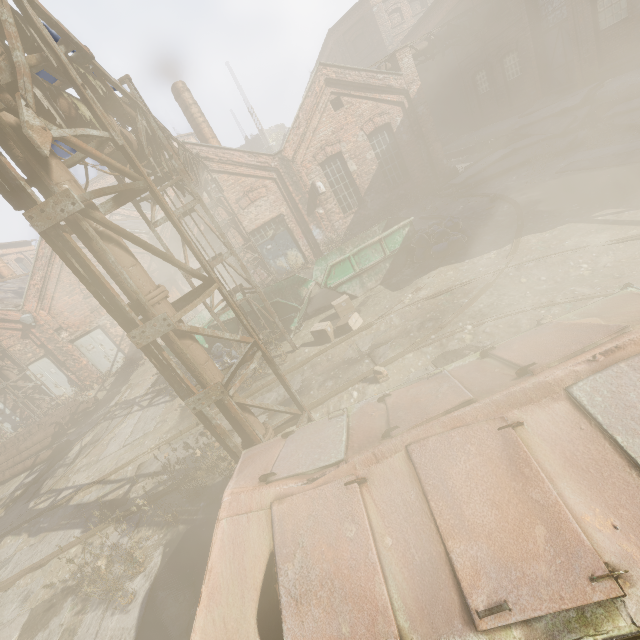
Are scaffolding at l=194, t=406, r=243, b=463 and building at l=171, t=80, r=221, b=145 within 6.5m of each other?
no

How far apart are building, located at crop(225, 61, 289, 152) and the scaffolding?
45.12m

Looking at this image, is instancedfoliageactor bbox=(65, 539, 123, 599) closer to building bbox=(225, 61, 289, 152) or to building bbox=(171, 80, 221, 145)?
building bbox=(171, 80, 221, 145)

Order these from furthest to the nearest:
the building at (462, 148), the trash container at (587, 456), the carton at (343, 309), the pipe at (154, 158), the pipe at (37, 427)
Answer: the building at (462, 148), the pipe at (37, 427), the carton at (343, 309), the pipe at (154, 158), the trash container at (587, 456)

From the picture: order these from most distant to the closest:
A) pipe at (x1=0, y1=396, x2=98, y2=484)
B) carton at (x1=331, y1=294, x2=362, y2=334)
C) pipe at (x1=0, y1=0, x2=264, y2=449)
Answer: pipe at (x1=0, y1=396, x2=98, y2=484), carton at (x1=331, y1=294, x2=362, y2=334), pipe at (x1=0, y1=0, x2=264, y2=449)

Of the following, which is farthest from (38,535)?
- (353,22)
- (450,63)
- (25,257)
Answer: (25,257)

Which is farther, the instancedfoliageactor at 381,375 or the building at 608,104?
the building at 608,104

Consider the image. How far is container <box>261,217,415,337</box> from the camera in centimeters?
978cm
